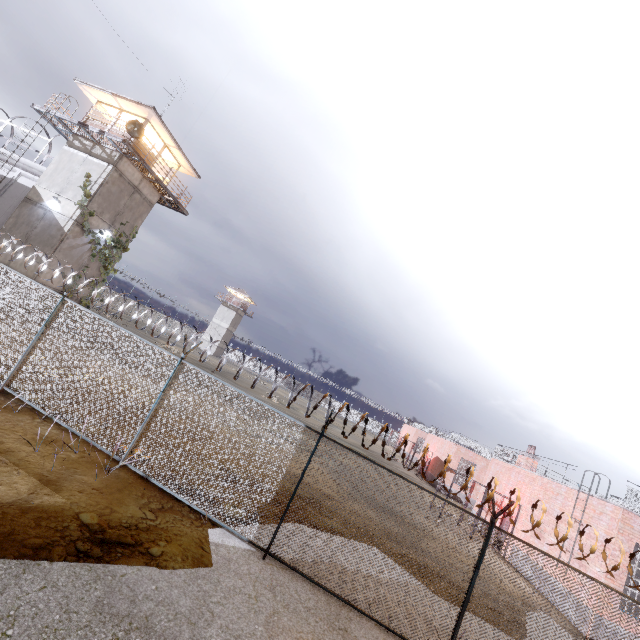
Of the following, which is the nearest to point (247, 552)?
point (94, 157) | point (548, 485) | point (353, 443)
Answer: point (548, 485)

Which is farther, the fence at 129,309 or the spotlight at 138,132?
the spotlight at 138,132

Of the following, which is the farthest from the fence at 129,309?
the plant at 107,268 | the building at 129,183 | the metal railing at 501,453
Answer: the metal railing at 501,453

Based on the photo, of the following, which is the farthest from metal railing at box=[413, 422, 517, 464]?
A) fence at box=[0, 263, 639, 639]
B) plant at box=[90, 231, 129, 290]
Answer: plant at box=[90, 231, 129, 290]

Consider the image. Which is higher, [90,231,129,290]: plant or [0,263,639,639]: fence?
[90,231,129,290]: plant

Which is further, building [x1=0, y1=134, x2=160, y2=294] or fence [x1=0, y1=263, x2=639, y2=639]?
building [x1=0, y1=134, x2=160, y2=294]

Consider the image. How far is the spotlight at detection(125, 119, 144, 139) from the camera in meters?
17.5 m

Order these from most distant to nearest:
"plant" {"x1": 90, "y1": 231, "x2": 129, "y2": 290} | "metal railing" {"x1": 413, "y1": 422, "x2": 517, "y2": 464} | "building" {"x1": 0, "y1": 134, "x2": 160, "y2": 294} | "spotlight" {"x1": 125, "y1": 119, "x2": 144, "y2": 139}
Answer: "metal railing" {"x1": 413, "y1": 422, "x2": 517, "y2": 464} < "plant" {"x1": 90, "y1": 231, "x2": 129, "y2": 290} < "building" {"x1": 0, "y1": 134, "x2": 160, "y2": 294} < "spotlight" {"x1": 125, "y1": 119, "x2": 144, "y2": 139}
